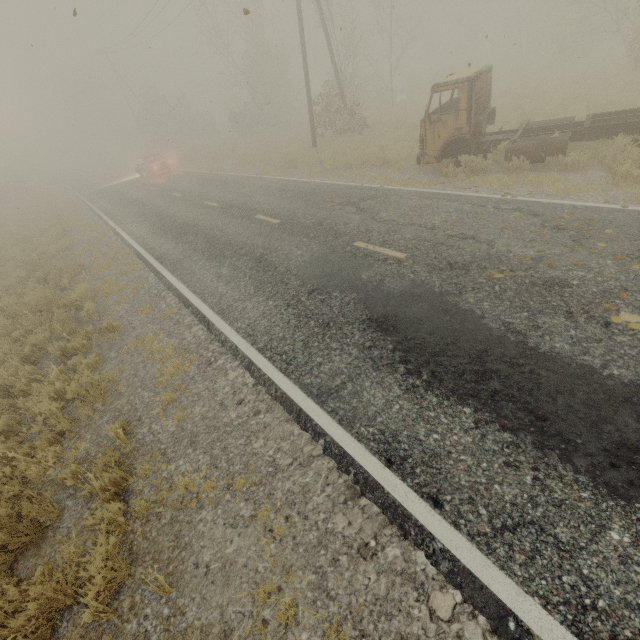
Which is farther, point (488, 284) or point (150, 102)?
point (150, 102)

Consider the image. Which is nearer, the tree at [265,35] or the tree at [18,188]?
the tree at [265,35]

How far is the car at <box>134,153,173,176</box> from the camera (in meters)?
25.12

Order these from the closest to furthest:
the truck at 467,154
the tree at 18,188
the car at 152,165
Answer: the truck at 467,154
the car at 152,165
the tree at 18,188

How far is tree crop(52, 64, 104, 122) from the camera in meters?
57.5

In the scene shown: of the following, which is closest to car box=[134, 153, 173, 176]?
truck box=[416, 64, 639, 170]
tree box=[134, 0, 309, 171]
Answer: tree box=[134, 0, 309, 171]

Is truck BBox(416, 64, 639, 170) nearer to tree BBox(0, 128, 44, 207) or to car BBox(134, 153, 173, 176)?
car BBox(134, 153, 173, 176)

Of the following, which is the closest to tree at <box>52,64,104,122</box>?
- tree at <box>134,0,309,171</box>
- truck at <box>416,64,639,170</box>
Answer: tree at <box>134,0,309,171</box>
